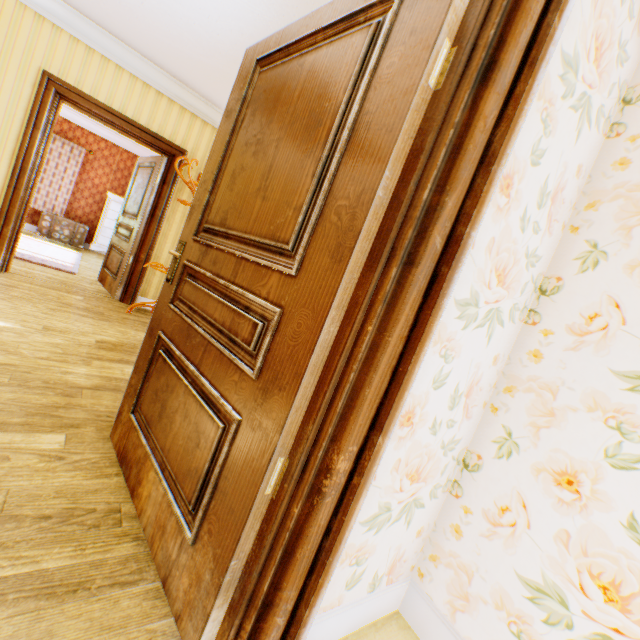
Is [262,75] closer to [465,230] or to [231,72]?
[465,230]

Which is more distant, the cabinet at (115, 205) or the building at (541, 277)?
the cabinet at (115, 205)

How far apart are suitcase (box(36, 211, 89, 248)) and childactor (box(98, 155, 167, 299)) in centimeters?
396cm

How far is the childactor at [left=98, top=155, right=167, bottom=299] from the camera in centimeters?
477cm

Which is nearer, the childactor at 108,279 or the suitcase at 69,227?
the childactor at 108,279

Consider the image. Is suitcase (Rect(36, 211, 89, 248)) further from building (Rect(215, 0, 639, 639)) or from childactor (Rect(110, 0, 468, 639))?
childactor (Rect(110, 0, 468, 639))

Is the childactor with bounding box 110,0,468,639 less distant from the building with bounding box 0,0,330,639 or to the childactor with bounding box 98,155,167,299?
the building with bounding box 0,0,330,639

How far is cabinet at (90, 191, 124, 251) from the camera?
8.4m
